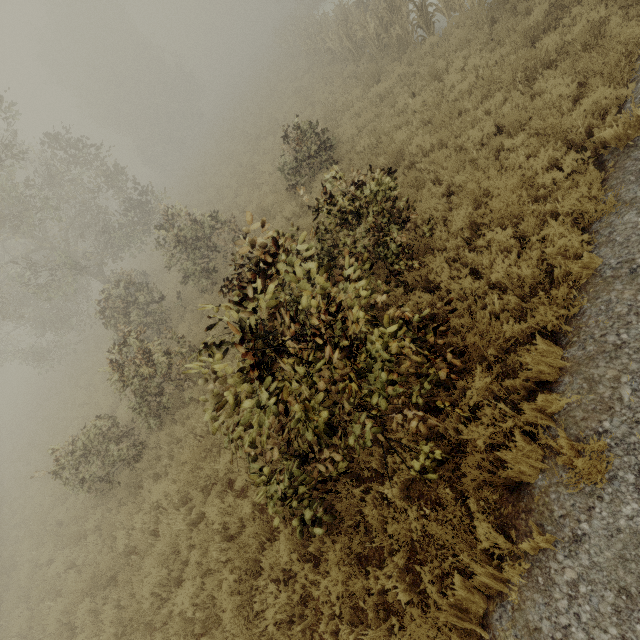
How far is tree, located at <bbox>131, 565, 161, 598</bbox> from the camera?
6.2m

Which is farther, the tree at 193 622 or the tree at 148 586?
the tree at 148 586

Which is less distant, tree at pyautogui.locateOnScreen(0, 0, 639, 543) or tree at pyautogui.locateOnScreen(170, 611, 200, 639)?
tree at pyautogui.locateOnScreen(0, 0, 639, 543)

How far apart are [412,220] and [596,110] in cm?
339

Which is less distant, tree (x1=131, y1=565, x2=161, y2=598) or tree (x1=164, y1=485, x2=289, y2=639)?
tree (x1=164, y1=485, x2=289, y2=639)

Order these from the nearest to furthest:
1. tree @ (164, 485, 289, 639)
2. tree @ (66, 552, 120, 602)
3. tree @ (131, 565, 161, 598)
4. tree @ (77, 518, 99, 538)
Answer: tree @ (164, 485, 289, 639) < tree @ (131, 565, 161, 598) < tree @ (66, 552, 120, 602) < tree @ (77, 518, 99, 538)
